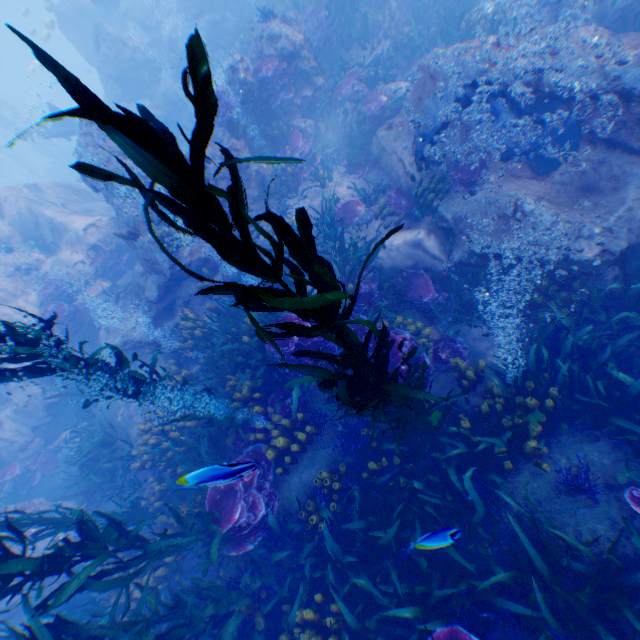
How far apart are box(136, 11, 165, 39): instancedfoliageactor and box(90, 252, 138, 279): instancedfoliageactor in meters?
14.6

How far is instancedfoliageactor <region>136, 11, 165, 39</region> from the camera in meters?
17.9

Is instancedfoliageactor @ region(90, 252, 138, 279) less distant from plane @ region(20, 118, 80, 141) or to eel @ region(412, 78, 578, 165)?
plane @ region(20, 118, 80, 141)

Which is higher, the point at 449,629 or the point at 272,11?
the point at 272,11

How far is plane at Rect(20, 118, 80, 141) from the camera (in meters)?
16.81

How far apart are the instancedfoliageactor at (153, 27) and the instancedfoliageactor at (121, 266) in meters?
14.6

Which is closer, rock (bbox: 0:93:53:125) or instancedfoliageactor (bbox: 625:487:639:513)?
instancedfoliageactor (bbox: 625:487:639:513)

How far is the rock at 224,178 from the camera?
8.96m
